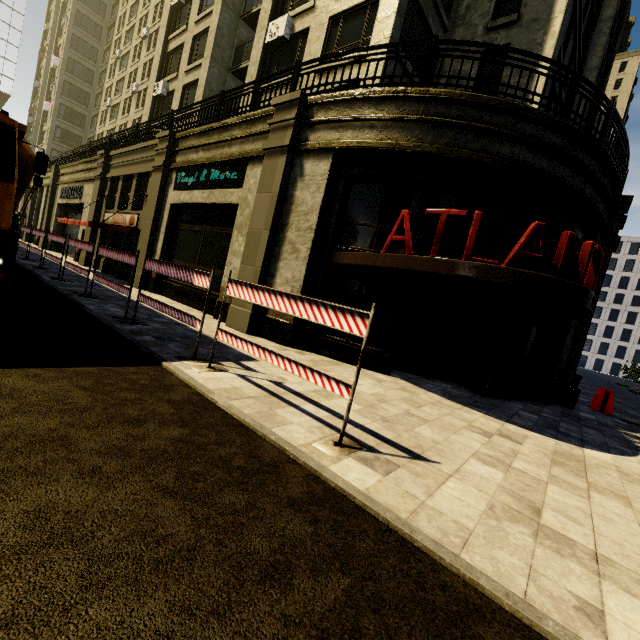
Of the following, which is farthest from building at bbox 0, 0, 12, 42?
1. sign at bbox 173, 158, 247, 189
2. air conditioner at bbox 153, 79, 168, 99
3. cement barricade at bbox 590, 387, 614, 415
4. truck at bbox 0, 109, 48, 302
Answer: cement barricade at bbox 590, 387, 614, 415

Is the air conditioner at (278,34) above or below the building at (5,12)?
below

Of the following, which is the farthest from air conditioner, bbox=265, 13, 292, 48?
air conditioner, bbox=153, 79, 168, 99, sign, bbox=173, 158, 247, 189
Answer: air conditioner, bbox=153, 79, 168, 99

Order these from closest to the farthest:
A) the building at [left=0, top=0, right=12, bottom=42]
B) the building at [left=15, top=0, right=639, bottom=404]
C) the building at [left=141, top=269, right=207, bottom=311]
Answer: the building at [left=15, top=0, right=639, bottom=404]
the building at [left=141, top=269, right=207, bottom=311]
the building at [left=0, top=0, right=12, bottom=42]

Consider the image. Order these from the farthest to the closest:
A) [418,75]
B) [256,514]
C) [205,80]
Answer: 1. [205,80]
2. [418,75]
3. [256,514]

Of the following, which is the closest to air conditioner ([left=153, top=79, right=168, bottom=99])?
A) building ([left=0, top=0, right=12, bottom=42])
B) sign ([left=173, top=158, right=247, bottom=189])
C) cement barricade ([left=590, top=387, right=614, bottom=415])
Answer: sign ([left=173, top=158, right=247, bottom=189])

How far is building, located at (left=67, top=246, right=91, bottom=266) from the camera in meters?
19.5 m

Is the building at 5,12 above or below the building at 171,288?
above
